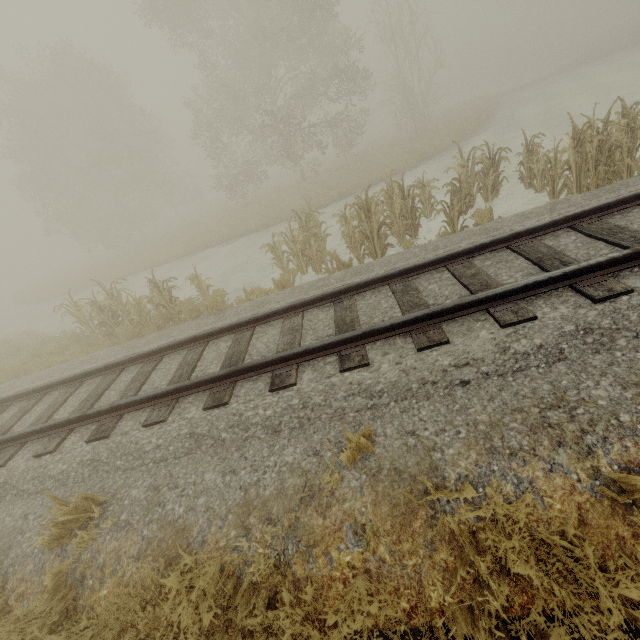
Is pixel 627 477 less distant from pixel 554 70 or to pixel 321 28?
pixel 321 28

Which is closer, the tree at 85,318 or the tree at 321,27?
the tree at 85,318

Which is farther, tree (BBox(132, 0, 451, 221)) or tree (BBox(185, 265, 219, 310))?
tree (BBox(132, 0, 451, 221))

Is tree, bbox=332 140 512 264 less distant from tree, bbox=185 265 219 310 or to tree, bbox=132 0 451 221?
tree, bbox=185 265 219 310

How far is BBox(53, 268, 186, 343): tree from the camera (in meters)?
8.80

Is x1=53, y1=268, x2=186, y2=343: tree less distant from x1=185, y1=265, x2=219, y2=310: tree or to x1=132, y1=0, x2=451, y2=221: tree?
x1=185, y1=265, x2=219, y2=310: tree

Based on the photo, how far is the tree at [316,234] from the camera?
8.9 meters
